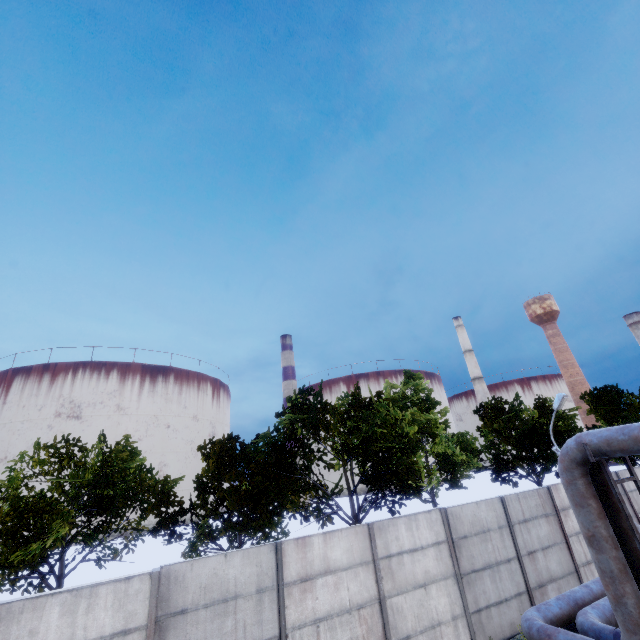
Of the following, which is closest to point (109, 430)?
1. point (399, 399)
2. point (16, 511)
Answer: point (16, 511)

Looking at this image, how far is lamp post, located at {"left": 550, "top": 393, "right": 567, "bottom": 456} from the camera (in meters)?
15.35

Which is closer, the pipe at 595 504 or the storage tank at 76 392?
the pipe at 595 504

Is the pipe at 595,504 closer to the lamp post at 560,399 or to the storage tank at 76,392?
the lamp post at 560,399

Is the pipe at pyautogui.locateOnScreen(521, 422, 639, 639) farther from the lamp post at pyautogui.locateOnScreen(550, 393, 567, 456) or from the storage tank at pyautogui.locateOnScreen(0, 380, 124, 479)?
the storage tank at pyautogui.locateOnScreen(0, 380, 124, 479)

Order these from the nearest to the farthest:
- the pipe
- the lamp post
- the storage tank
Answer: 1. the pipe
2. the lamp post
3. the storage tank

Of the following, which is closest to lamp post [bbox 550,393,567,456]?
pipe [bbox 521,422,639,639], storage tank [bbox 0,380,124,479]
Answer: pipe [bbox 521,422,639,639]
